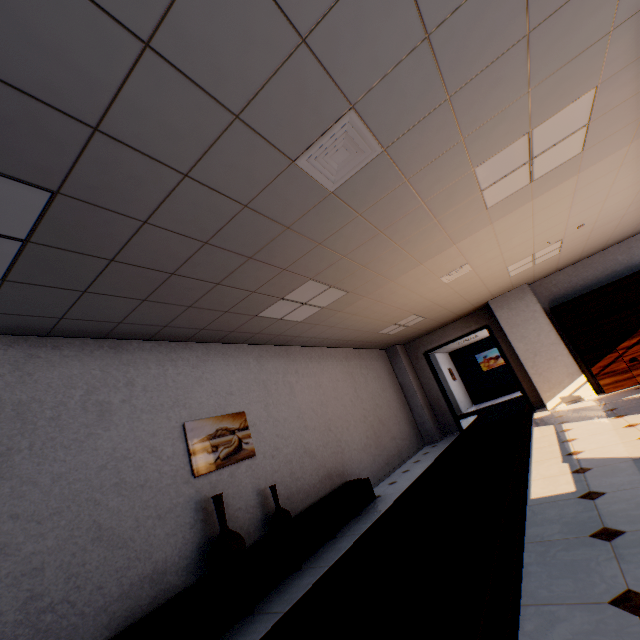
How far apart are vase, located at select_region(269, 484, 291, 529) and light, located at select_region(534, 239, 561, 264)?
5.7m

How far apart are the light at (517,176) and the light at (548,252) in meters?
3.1

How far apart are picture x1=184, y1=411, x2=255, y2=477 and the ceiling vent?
3.10m

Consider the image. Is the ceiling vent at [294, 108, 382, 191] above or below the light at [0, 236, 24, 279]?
below

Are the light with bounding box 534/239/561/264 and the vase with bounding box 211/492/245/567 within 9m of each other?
yes

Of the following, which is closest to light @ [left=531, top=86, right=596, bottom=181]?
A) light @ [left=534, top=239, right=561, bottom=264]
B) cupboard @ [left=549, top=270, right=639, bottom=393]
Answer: light @ [left=534, top=239, right=561, bottom=264]

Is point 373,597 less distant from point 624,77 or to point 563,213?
point 624,77

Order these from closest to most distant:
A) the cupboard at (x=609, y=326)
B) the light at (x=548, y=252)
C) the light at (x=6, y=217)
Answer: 1. the light at (x=6, y=217)
2. the light at (x=548, y=252)
3. the cupboard at (x=609, y=326)
